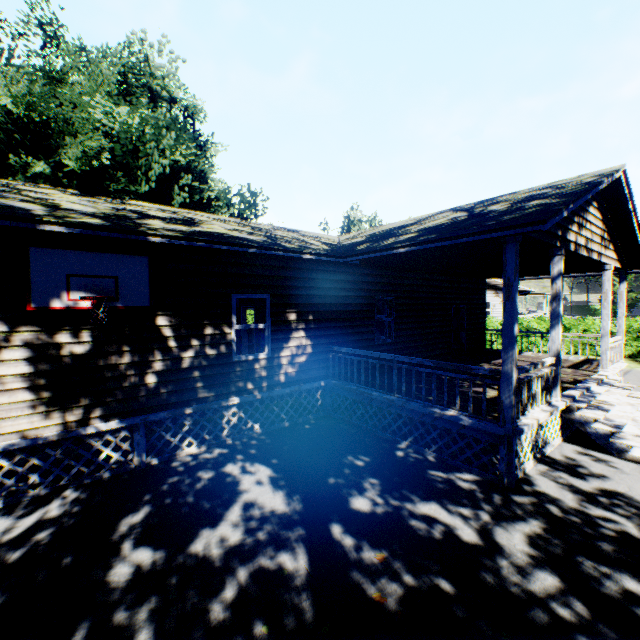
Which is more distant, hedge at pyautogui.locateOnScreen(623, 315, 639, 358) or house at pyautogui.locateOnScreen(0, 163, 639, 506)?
hedge at pyautogui.locateOnScreen(623, 315, 639, 358)

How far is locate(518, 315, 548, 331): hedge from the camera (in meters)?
20.84

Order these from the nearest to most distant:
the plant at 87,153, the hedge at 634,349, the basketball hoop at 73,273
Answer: the basketball hoop at 73,273, the hedge at 634,349, the plant at 87,153

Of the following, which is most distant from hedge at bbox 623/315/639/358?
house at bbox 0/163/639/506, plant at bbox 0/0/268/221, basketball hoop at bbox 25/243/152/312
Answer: plant at bbox 0/0/268/221

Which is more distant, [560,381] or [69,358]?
[560,381]

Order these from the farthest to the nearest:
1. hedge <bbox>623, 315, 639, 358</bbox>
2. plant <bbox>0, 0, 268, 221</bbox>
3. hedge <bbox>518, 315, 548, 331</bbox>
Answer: hedge <bbox>518, 315, 548, 331</bbox> < plant <bbox>0, 0, 268, 221</bbox> < hedge <bbox>623, 315, 639, 358</bbox>

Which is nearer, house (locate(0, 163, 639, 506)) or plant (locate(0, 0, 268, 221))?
house (locate(0, 163, 639, 506))

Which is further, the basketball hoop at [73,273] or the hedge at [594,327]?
the hedge at [594,327]
